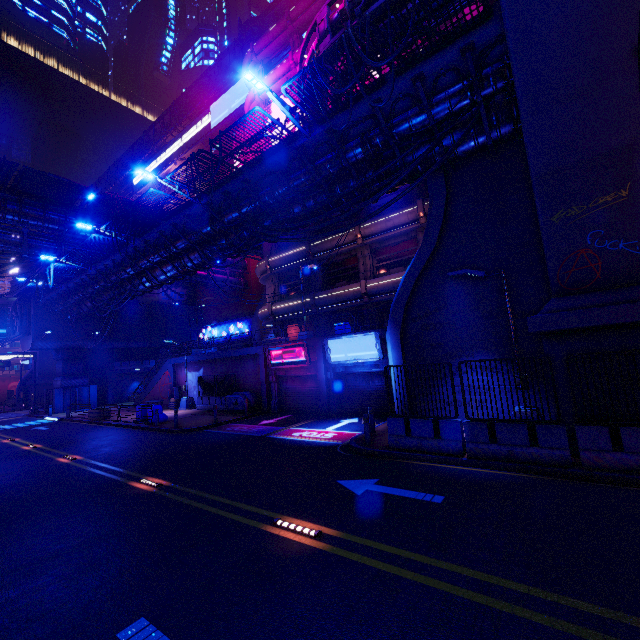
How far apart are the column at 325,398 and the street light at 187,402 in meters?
13.5

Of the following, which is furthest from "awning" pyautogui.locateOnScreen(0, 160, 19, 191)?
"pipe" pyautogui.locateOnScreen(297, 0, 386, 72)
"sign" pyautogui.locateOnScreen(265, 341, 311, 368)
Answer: "sign" pyautogui.locateOnScreen(265, 341, 311, 368)

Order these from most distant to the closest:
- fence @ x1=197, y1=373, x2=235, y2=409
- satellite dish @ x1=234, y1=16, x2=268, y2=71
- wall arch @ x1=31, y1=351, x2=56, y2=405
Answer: wall arch @ x1=31, y1=351, x2=56, y2=405 → satellite dish @ x1=234, y1=16, x2=268, y2=71 → fence @ x1=197, y1=373, x2=235, y2=409

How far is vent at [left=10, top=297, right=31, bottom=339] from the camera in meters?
34.1 m

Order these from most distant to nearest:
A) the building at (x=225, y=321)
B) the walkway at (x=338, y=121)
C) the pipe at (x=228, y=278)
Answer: the building at (x=225, y=321) → the pipe at (x=228, y=278) → the walkway at (x=338, y=121)

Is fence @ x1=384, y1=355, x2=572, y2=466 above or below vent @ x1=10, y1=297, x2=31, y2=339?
below

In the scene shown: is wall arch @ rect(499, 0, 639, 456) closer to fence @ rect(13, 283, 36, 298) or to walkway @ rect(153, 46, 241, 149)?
walkway @ rect(153, 46, 241, 149)

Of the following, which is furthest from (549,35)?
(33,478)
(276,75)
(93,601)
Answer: (276,75)
